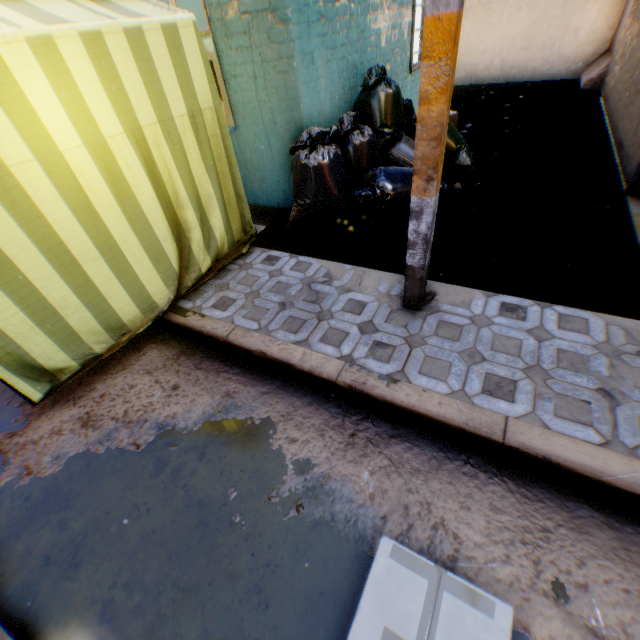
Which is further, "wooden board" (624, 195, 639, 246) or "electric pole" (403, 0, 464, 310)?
"wooden board" (624, 195, 639, 246)

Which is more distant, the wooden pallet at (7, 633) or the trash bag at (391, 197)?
the trash bag at (391, 197)

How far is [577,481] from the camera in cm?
179

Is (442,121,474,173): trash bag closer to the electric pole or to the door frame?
the electric pole

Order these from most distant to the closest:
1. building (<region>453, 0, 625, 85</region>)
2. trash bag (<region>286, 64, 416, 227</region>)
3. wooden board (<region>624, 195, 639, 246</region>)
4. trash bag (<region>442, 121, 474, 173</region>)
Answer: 1. building (<region>453, 0, 625, 85</region>)
2. trash bag (<region>442, 121, 474, 173</region>)
3. trash bag (<region>286, 64, 416, 227</region>)
4. wooden board (<region>624, 195, 639, 246</region>)

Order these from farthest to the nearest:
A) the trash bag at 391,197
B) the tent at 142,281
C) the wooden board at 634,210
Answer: the trash bag at 391,197
the wooden board at 634,210
the tent at 142,281

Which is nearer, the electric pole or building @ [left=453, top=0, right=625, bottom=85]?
the electric pole

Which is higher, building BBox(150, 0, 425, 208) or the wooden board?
building BBox(150, 0, 425, 208)
